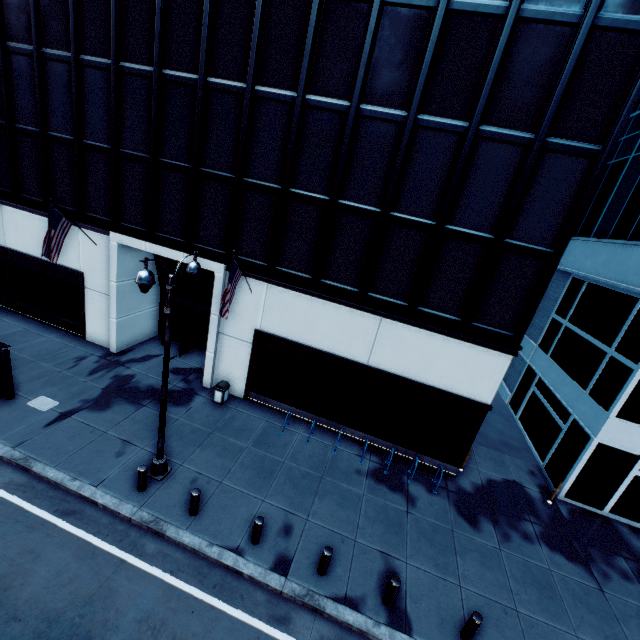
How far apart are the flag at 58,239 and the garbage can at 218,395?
8.56m

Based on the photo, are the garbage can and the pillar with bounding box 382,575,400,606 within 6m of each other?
no

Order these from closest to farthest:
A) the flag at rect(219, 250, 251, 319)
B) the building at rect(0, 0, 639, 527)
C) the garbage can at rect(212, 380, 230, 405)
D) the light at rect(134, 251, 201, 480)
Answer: the light at rect(134, 251, 201, 480) → the building at rect(0, 0, 639, 527) → the flag at rect(219, 250, 251, 319) → the garbage can at rect(212, 380, 230, 405)

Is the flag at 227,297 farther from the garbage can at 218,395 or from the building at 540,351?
the garbage can at 218,395

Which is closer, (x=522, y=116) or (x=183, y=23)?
(x=522, y=116)

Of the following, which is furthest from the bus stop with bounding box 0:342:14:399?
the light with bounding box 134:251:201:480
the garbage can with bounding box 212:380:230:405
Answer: the garbage can with bounding box 212:380:230:405

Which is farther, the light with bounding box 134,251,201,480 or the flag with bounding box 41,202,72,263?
the flag with bounding box 41,202,72,263

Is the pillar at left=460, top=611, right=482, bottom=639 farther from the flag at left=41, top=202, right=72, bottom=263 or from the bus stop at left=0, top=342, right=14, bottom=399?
the flag at left=41, top=202, right=72, bottom=263
